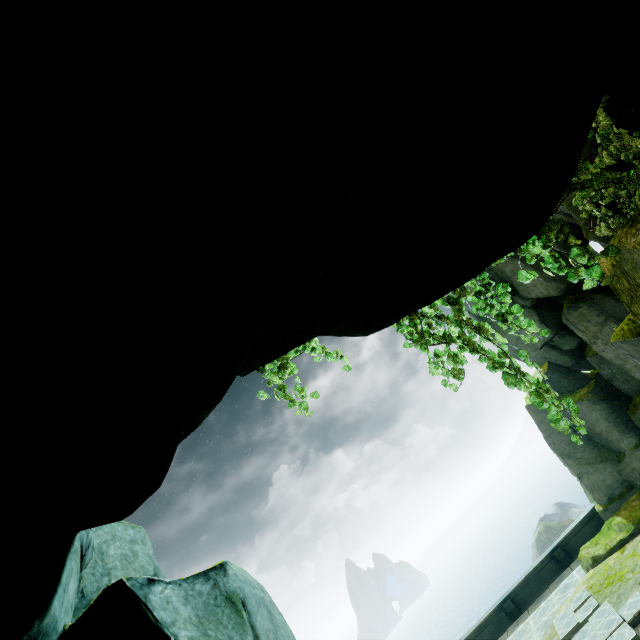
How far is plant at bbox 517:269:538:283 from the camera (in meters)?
4.57

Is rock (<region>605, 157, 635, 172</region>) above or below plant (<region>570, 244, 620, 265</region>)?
above

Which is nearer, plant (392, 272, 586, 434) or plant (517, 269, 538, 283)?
plant (392, 272, 586, 434)

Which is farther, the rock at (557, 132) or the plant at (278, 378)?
the plant at (278, 378)

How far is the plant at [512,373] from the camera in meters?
3.9

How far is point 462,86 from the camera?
1.80m

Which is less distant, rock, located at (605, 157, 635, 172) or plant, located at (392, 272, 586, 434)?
plant, located at (392, 272, 586, 434)
